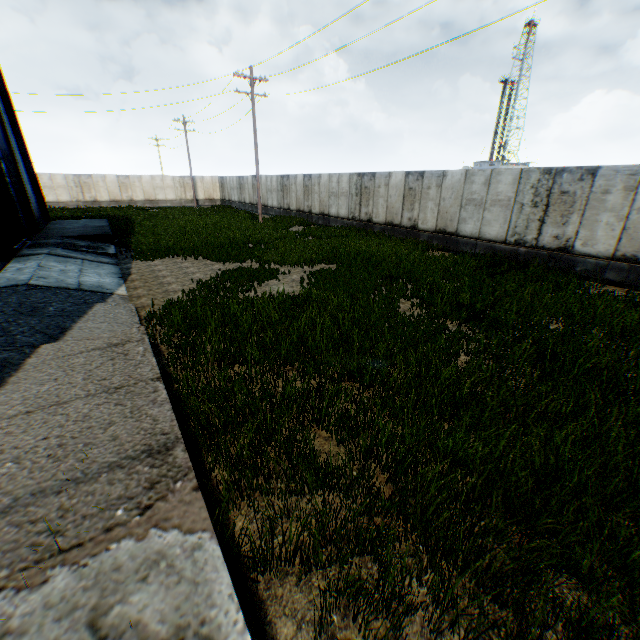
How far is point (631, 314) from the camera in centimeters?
730cm

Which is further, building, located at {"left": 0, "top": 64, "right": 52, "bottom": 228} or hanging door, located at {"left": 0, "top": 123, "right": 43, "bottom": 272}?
building, located at {"left": 0, "top": 64, "right": 52, "bottom": 228}

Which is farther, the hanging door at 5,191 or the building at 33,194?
the building at 33,194
